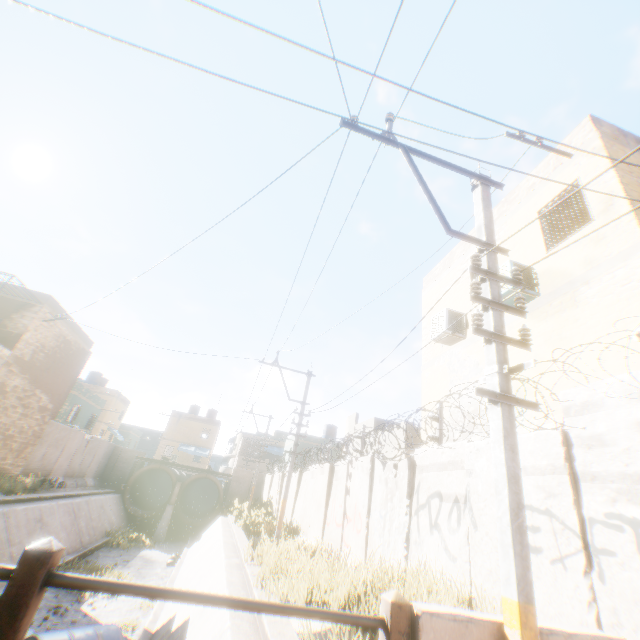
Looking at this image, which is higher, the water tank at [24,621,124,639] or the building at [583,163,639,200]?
the building at [583,163,639,200]

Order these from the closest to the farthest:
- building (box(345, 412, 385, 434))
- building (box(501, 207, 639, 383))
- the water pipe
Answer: building (box(501, 207, 639, 383))
building (box(345, 412, 385, 434))
the water pipe

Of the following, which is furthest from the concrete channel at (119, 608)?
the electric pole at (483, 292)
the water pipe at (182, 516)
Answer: the electric pole at (483, 292)

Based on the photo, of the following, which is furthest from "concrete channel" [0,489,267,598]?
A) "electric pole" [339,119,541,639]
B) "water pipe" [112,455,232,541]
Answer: "electric pole" [339,119,541,639]

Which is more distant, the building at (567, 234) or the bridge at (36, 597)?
the building at (567, 234)

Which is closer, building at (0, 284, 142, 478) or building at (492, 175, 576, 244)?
building at (492, 175, 576, 244)

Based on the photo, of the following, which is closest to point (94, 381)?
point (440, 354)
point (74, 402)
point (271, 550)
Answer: point (74, 402)
